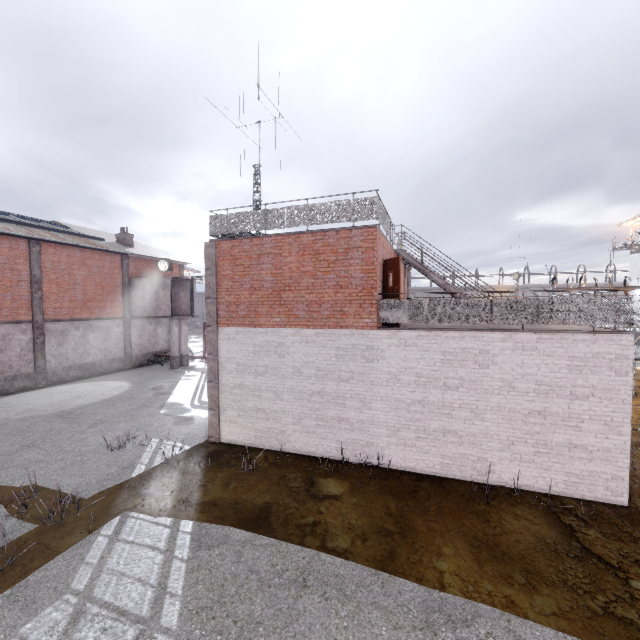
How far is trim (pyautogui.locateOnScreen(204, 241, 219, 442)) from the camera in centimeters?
1123cm

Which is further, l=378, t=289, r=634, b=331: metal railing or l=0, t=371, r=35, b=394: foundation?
l=0, t=371, r=35, b=394: foundation

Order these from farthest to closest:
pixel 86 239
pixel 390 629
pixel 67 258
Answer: pixel 86 239 → pixel 67 258 → pixel 390 629

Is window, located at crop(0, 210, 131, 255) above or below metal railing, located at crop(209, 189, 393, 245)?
above

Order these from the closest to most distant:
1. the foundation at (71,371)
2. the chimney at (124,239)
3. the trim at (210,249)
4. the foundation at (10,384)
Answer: the trim at (210,249), the foundation at (10,384), the foundation at (71,371), the chimney at (124,239)

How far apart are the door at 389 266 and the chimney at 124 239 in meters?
25.3

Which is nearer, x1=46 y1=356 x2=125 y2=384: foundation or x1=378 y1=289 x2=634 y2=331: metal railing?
x1=378 y1=289 x2=634 y2=331: metal railing

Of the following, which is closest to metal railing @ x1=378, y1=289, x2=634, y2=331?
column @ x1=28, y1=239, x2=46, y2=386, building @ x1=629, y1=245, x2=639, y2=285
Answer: column @ x1=28, y1=239, x2=46, y2=386
